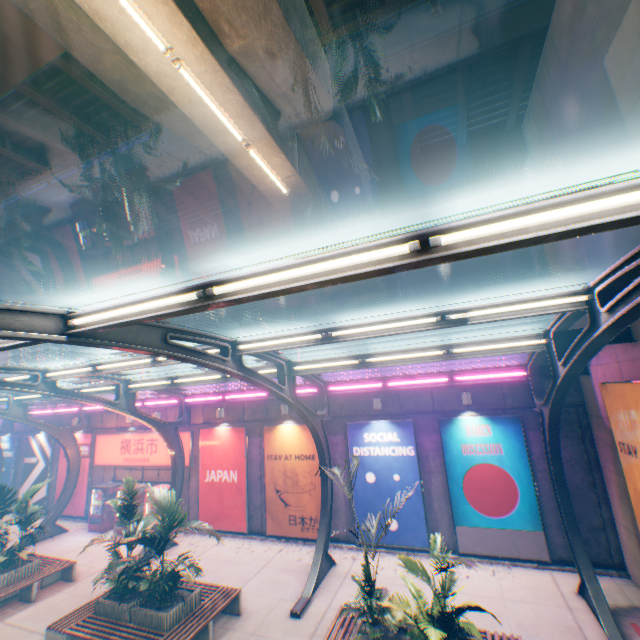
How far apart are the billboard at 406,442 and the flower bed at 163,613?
5.80m

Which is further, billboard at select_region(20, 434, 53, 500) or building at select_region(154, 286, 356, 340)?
building at select_region(154, 286, 356, 340)

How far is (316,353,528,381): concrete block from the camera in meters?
11.5 m

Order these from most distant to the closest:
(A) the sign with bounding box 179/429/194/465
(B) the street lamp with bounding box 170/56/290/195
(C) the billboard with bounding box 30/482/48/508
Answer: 1. (C) the billboard with bounding box 30/482/48/508
2. (A) the sign with bounding box 179/429/194/465
3. (B) the street lamp with bounding box 170/56/290/195

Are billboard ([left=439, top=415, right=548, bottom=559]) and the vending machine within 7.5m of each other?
no

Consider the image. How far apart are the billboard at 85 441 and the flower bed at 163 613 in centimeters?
1223cm

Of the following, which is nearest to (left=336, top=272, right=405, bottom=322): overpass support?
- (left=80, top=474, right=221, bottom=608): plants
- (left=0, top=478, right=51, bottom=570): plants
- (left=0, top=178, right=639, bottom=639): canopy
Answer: (left=0, top=178, right=639, bottom=639): canopy

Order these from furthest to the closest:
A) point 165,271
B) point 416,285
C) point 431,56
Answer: point 416,285, point 165,271, point 431,56
